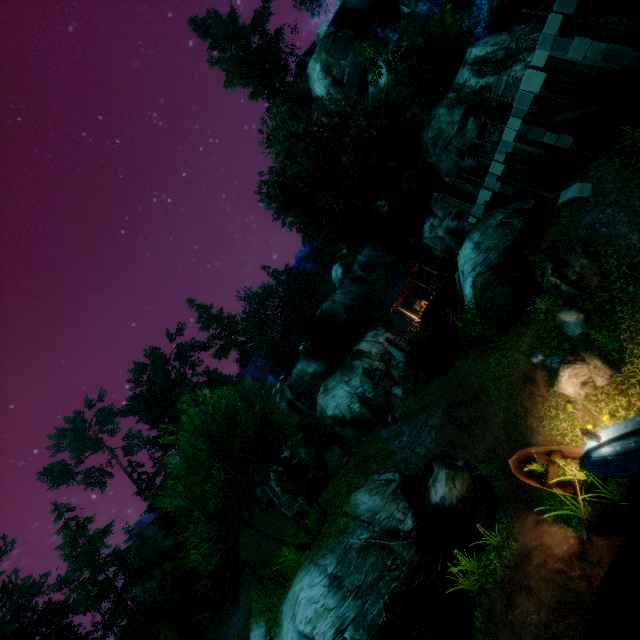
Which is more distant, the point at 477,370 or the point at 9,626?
the point at 9,626

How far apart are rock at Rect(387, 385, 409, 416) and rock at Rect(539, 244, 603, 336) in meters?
17.2 m

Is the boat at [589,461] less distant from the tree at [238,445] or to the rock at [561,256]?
the rock at [561,256]

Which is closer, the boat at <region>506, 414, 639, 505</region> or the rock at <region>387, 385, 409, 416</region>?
the boat at <region>506, 414, 639, 505</region>

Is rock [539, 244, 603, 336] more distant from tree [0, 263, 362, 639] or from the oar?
tree [0, 263, 362, 639]

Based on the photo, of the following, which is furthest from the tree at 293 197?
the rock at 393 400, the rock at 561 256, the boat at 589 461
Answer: the rock at 561 256

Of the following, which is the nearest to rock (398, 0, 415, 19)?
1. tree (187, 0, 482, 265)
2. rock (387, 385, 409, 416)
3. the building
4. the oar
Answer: tree (187, 0, 482, 265)

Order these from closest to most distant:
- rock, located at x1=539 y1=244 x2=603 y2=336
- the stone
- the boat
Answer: the boat, rock, located at x1=539 y1=244 x2=603 y2=336, the stone
